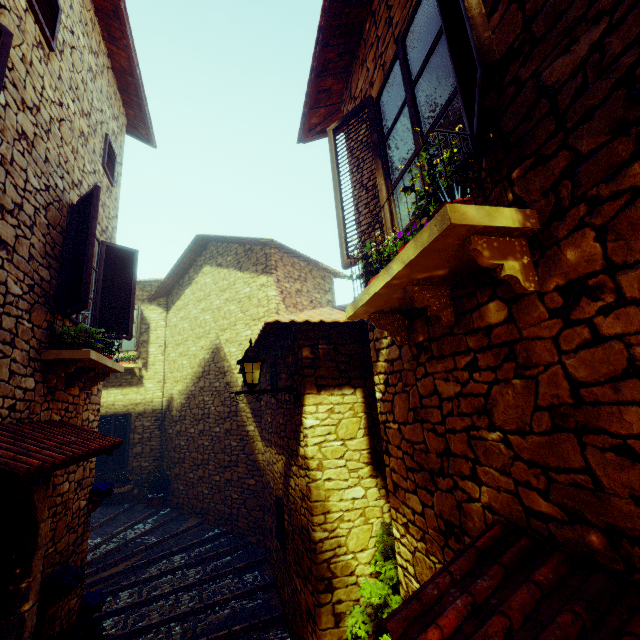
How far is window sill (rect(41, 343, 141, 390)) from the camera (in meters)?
3.71

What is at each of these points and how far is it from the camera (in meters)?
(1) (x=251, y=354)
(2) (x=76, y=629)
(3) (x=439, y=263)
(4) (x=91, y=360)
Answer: (1) street light, 4.29
(2) potted tree, 3.68
(3) window sill, 1.75
(4) window sill, 3.96

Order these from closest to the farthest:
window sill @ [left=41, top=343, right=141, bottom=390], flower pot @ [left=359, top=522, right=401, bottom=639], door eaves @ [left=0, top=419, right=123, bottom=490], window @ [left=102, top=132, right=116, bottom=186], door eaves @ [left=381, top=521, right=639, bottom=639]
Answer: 1. door eaves @ [left=381, top=521, right=639, bottom=639]
2. door eaves @ [left=0, top=419, right=123, bottom=490]
3. flower pot @ [left=359, top=522, right=401, bottom=639]
4. window sill @ [left=41, top=343, right=141, bottom=390]
5. window @ [left=102, top=132, right=116, bottom=186]

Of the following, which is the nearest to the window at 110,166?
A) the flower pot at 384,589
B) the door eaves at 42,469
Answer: the door eaves at 42,469

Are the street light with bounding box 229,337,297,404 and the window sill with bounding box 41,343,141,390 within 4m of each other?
yes

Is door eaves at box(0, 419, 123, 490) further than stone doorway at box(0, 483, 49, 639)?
No

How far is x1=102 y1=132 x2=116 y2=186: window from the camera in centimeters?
562cm

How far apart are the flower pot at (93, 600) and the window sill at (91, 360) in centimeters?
313cm
